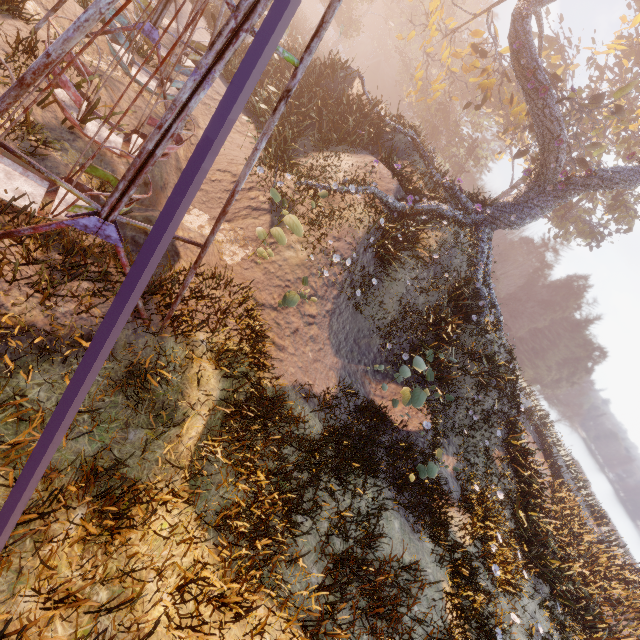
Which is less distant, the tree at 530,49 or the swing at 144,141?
the swing at 144,141

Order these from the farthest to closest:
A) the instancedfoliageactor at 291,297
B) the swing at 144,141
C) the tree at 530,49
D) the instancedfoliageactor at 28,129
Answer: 1. the tree at 530,49
2. the instancedfoliageactor at 291,297
3. the instancedfoliageactor at 28,129
4. the swing at 144,141

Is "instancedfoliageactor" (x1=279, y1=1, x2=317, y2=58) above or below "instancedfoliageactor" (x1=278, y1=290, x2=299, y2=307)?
above

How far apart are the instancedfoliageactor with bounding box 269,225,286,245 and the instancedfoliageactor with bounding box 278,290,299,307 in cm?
116

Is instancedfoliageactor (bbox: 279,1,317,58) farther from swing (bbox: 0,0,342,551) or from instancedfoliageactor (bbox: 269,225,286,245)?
instancedfoliageactor (bbox: 269,225,286,245)

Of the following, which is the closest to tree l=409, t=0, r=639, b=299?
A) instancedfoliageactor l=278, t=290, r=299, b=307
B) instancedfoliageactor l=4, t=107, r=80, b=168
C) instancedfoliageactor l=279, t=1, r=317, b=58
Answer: instancedfoliageactor l=278, t=290, r=299, b=307

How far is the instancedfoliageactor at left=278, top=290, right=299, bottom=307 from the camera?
7.4m

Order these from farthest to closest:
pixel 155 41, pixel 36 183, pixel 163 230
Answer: pixel 155 41, pixel 36 183, pixel 163 230
